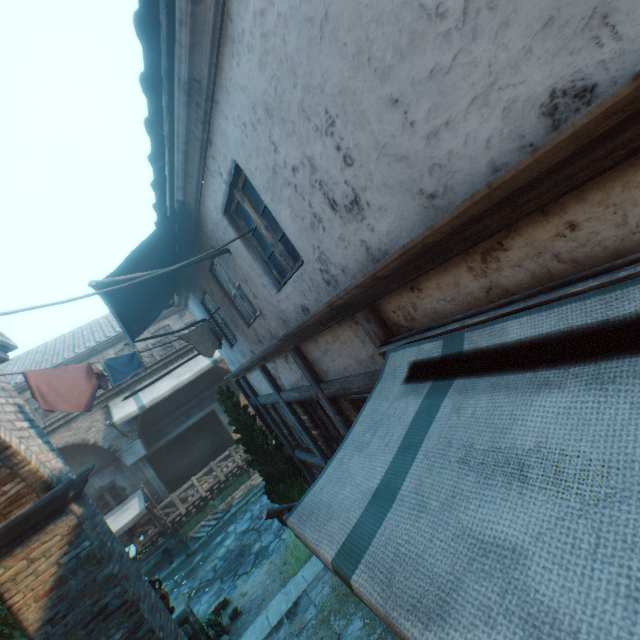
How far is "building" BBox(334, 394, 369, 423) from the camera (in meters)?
4.15

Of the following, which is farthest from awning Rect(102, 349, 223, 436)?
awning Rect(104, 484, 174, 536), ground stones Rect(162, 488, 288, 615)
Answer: ground stones Rect(162, 488, 288, 615)

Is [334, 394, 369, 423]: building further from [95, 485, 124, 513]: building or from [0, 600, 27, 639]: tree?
[0, 600, 27, 639]: tree

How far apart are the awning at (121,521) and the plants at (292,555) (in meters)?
6.70

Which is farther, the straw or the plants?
the plants

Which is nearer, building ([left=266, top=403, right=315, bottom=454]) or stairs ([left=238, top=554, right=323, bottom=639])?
stairs ([left=238, top=554, right=323, bottom=639])

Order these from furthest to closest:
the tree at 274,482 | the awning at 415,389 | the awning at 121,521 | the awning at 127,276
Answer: the awning at 121,521 → the tree at 274,482 → the awning at 127,276 → the awning at 415,389

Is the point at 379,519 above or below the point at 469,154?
below
